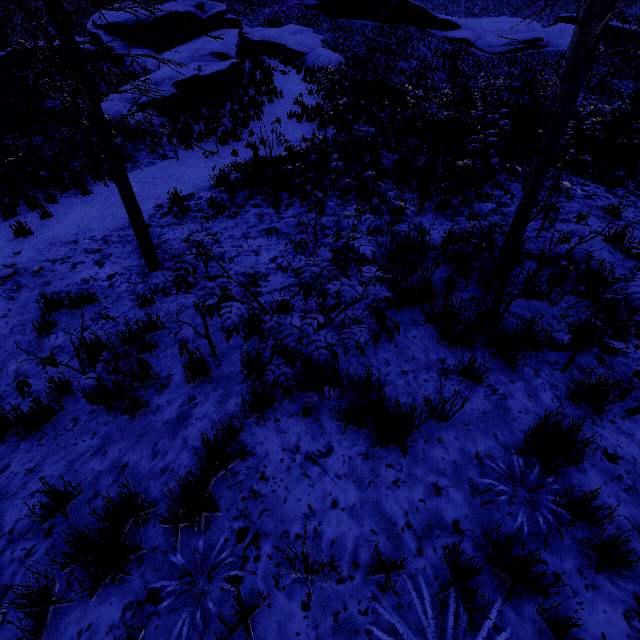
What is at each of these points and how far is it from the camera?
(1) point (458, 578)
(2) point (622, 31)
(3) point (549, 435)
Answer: (1) instancedfoliageactor, 1.8m
(2) rock, 35.5m
(3) instancedfoliageactor, 2.4m

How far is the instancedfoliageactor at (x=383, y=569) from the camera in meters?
1.9 m

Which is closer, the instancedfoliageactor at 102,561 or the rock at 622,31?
the instancedfoliageactor at 102,561

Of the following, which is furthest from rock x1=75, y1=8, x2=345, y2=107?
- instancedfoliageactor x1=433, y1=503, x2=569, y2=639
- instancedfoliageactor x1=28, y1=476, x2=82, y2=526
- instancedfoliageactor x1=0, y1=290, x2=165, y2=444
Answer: instancedfoliageactor x1=433, y1=503, x2=569, y2=639

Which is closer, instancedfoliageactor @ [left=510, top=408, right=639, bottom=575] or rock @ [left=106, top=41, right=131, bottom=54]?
instancedfoliageactor @ [left=510, top=408, right=639, bottom=575]

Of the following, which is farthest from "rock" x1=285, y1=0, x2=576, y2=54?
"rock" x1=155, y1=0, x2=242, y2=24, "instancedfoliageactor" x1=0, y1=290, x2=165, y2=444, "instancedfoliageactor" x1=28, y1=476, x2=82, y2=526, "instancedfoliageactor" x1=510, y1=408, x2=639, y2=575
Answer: "instancedfoliageactor" x1=28, y1=476, x2=82, y2=526

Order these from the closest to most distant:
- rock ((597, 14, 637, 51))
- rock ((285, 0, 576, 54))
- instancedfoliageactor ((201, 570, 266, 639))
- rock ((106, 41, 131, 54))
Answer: instancedfoliageactor ((201, 570, 266, 639)) < rock ((106, 41, 131, 54)) < rock ((285, 0, 576, 54)) < rock ((597, 14, 637, 51))

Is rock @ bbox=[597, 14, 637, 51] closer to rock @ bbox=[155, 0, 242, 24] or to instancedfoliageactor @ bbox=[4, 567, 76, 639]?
rock @ bbox=[155, 0, 242, 24]
